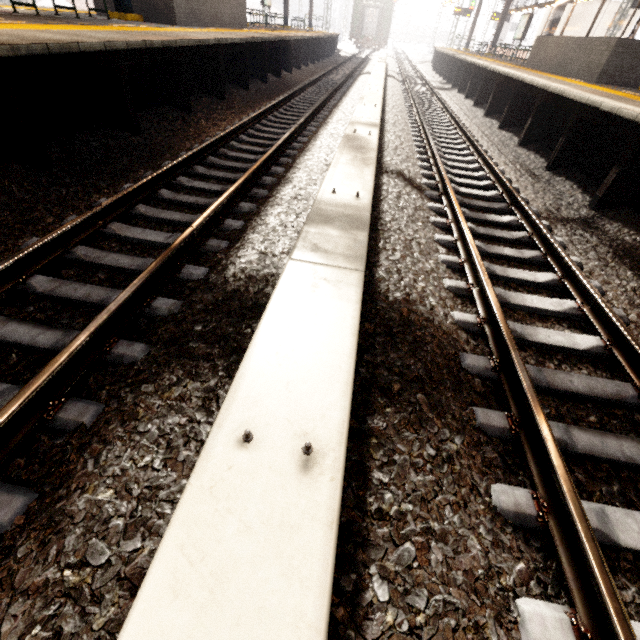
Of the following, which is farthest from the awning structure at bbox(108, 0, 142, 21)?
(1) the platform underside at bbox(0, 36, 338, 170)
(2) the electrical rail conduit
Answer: (2) the electrical rail conduit

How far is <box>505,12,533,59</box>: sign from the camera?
17.6m

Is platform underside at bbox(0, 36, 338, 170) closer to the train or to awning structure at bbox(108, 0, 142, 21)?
awning structure at bbox(108, 0, 142, 21)

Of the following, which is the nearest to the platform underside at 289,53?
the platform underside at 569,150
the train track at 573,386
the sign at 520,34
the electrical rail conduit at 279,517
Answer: the electrical rail conduit at 279,517

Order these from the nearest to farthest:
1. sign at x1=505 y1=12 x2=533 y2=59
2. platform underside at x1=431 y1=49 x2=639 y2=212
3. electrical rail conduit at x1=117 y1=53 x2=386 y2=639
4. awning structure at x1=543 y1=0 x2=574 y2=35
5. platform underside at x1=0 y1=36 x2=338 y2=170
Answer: electrical rail conduit at x1=117 y1=53 x2=386 y2=639 < platform underside at x1=0 y1=36 x2=338 y2=170 < platform underside at x1=431 y1=49 x2=639 y2=212 < awning structure at x1=543 y1=0 x2=574 y2=35 < sign at x1=505 y1=12 x2=533 y2=59

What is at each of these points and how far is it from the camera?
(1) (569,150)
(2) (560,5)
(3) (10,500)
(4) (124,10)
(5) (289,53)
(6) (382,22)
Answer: (1) platform underside, 6.4 meters
(2) awning structure, 14.4 meters
(3) train track, 1.5 meters
(4) awning structure, 9.2 meters
(5) platform underside, 13.9 meters
(6) train, 33.3 meters

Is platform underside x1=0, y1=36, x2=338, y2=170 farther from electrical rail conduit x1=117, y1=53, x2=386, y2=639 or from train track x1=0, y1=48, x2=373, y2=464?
electrical rail conduit x1=117, y1=53, x2=386, y2=639

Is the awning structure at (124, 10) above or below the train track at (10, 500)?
above
